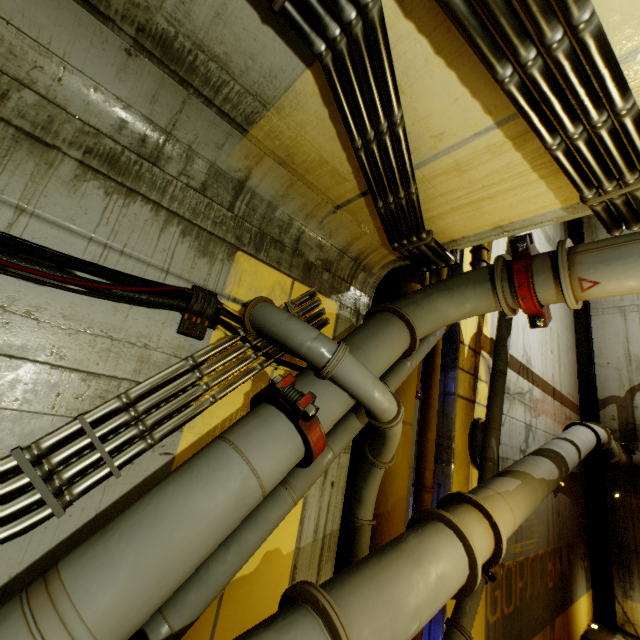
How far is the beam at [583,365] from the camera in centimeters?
1124cm

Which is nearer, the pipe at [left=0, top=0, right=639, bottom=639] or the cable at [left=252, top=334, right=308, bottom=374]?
the pipe at [left=0, top=0, right=639, bottom=639]

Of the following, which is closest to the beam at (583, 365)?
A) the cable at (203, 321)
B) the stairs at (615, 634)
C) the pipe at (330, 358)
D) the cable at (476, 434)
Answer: the stairs at (615, 634)

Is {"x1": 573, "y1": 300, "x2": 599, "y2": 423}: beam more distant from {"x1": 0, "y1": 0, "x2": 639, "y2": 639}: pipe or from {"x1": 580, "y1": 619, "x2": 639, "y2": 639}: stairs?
{"x1": 0, "y1": 0, "x2": 639, "y2": 639}: pipe

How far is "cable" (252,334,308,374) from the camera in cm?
285

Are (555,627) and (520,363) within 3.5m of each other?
no

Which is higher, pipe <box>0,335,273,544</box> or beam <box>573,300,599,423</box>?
beam <box>573,300,599,423</box>

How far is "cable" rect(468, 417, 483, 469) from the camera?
5.4m
